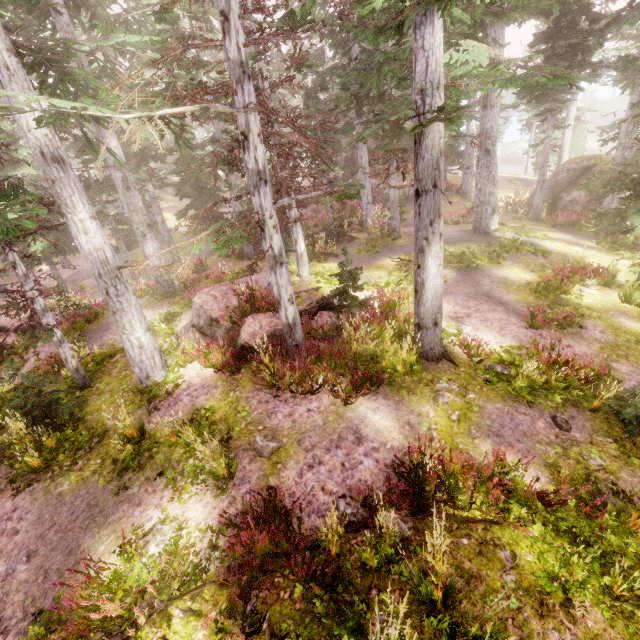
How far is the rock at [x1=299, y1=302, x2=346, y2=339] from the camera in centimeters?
955cm

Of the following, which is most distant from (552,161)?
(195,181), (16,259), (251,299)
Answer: (16,259)

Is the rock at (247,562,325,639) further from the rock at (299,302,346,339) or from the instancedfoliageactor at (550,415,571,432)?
the rock at (299,302,346,339)

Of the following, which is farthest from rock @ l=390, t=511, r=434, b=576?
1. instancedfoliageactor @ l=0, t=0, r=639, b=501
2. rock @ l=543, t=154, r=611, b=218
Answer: rock @ l=543, t=154, r=611, b=218

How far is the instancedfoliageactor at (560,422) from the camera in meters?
6.7

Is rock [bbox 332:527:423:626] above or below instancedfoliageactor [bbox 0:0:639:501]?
below

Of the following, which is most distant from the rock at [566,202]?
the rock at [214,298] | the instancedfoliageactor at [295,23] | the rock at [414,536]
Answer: the rock at [414,536]

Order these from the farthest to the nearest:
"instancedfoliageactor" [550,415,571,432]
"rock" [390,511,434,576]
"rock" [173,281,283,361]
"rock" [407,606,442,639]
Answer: "rock" [173,281,283,361], "instancedfoliageactor" [550,415,571,432], "rock" [390,511,434,576], "rock" [407,606,442,639]
